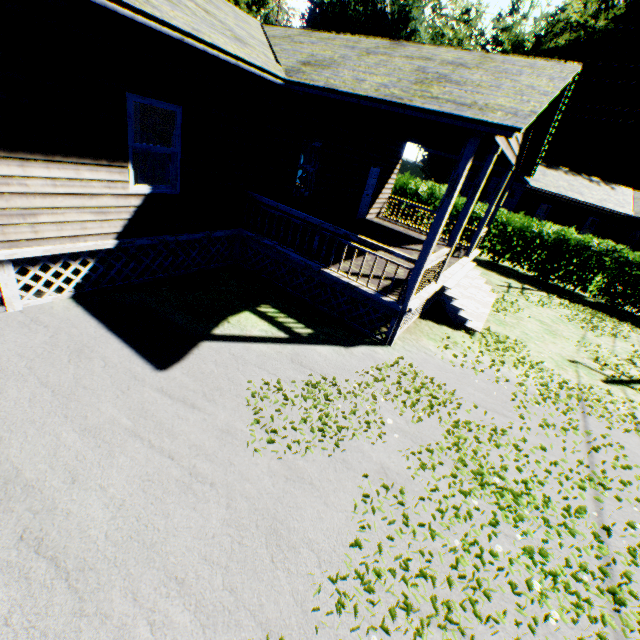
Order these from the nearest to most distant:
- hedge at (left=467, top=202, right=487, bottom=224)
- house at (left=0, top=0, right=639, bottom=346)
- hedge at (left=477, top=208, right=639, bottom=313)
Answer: house at (left=0, top=0, right=639, bottom=346) < hedge at (left=477, top=208, right=639, bottom=313) < hedge at (left=467, top=202, right=487, bottom=224)

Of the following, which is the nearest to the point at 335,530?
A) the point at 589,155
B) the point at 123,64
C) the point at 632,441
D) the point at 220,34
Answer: the point at 632,441

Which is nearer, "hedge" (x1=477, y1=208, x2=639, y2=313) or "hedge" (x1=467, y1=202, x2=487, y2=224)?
"hedge" (x1=477, y1=208, x2=639, y2=313)

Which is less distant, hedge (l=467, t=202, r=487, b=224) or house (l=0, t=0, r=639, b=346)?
house (l=0, t=0, r=639, b=346)

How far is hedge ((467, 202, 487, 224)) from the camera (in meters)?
17.48

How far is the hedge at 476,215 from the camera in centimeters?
1748cm

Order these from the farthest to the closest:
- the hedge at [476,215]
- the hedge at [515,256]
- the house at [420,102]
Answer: the hedge at [476,215], the hedge at [515,256], the house at [420,102]
